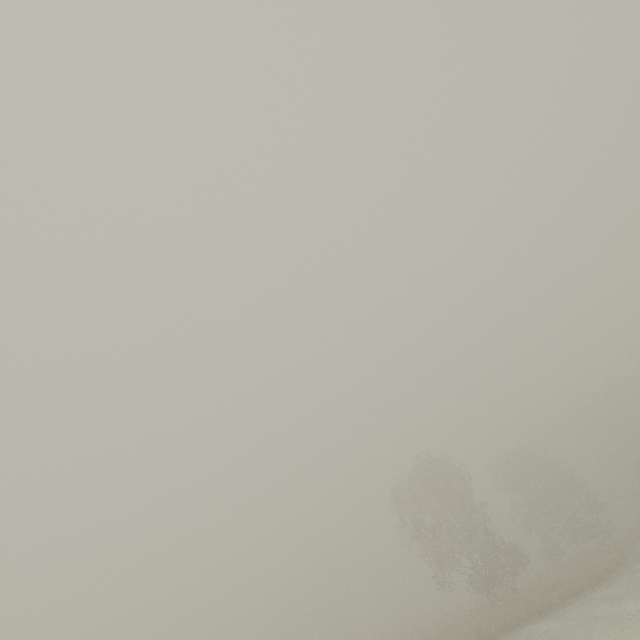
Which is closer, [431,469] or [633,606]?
[633,606]
